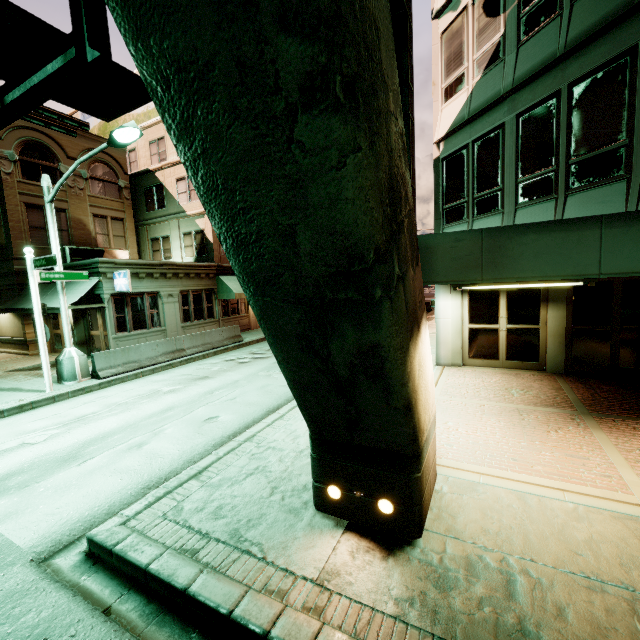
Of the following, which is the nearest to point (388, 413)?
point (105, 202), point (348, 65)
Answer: point (348, 65)

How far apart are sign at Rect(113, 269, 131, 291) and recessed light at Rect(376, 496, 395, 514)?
14.62m

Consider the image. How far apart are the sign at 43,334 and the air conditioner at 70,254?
7.4 meters

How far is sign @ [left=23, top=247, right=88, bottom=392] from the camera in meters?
10.1 m

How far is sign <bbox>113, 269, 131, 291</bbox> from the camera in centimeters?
1458cm

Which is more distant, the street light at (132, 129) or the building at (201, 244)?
the building at (201, 244)

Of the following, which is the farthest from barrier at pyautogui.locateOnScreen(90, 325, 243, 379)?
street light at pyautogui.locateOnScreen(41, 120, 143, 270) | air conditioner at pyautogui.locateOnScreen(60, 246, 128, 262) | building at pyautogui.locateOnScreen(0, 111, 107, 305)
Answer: air conditioner at pyautogui.locateOnScreen(60, 246, 128, 262)

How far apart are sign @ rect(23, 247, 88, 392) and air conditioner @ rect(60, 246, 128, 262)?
7.4 meters
